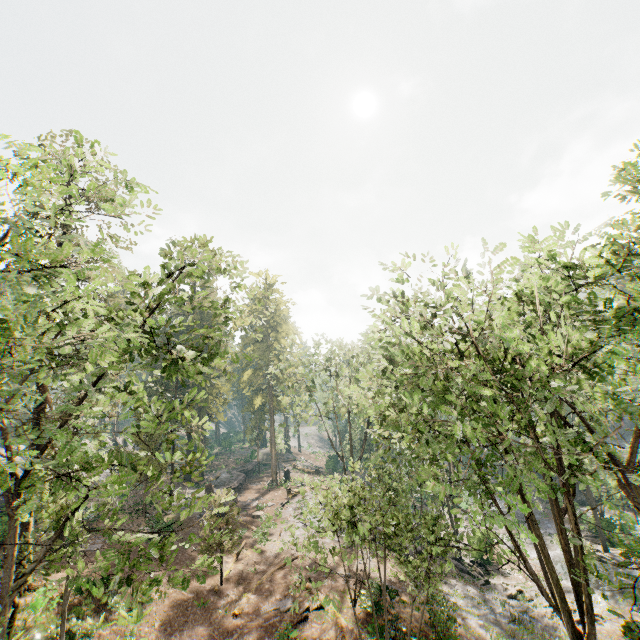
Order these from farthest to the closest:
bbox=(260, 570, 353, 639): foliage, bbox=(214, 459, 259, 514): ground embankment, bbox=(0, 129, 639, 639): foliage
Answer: bbox=(214, 459, 259, 514): ground embankment, bbox=(260, 570, 353, 639): foliage, bbox=(0, 129, 639, 639): foliage

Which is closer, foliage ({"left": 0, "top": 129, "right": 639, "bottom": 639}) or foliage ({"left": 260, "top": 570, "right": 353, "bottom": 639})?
foliage ({"left": 0, "top": 129, "right": 639, "bottom": 639})

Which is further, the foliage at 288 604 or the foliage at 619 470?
the foliage at 288 604

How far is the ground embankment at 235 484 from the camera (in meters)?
37.81

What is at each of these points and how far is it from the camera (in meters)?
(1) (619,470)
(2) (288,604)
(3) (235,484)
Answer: (1) foliage, 10.89
(2) foliage, 18.86
(3) ground embankment, 43.22

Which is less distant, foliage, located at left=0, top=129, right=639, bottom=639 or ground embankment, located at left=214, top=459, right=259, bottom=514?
foliage, located at left=0, top=129, right=639, bottom=639

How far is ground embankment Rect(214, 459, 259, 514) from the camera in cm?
3781
